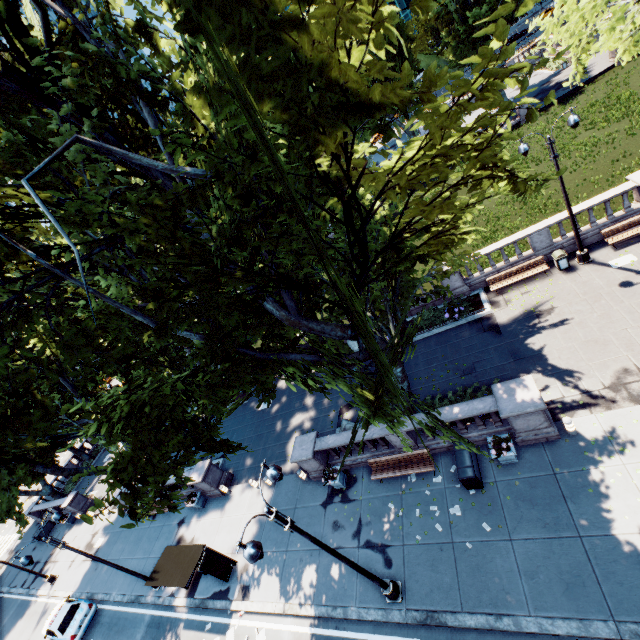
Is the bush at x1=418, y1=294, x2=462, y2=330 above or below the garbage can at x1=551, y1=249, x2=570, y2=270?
below

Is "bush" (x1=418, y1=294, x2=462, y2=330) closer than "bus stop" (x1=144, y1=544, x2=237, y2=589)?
No

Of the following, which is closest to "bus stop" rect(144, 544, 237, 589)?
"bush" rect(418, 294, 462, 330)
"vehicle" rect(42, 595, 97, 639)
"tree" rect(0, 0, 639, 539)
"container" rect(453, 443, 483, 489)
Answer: "tree" rect(0, 0, 639, 539)

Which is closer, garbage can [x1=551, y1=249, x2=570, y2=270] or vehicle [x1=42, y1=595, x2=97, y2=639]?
garbage can [x1=551, y1=249, x2=570, y2=270]

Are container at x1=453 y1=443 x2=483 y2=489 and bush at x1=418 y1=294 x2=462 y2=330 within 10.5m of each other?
yes

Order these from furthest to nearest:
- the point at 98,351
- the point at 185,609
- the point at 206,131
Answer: the point at 185,609 < the point at 98,351 < the point at 206,131

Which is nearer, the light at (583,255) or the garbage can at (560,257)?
the light at (583,255)

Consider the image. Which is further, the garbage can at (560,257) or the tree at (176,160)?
the garbage can at (560,257)
